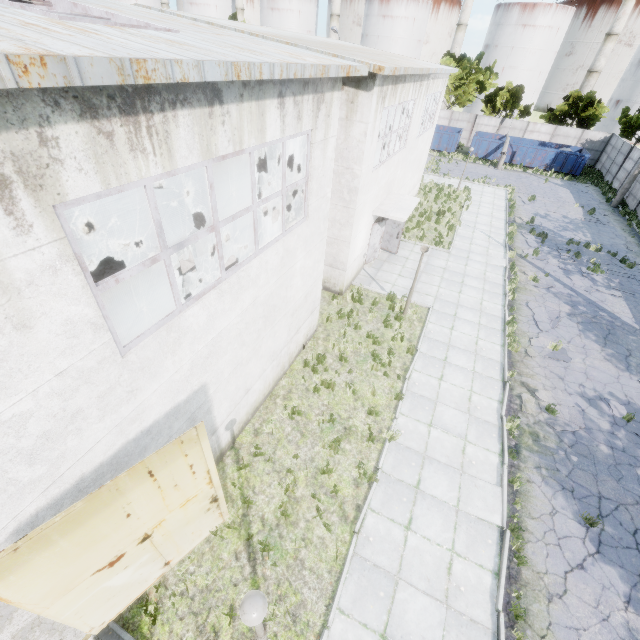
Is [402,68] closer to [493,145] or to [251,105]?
[251,105]

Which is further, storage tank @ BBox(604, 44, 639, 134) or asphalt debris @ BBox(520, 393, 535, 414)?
storage tank @ BBox(604, 44, 639, 134)

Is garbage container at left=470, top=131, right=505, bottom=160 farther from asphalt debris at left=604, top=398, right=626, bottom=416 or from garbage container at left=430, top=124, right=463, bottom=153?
asphalt debris at left=604, top=398, right=626, bottom=416

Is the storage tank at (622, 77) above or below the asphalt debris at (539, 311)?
above

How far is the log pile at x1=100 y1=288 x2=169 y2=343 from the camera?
9.3 meters

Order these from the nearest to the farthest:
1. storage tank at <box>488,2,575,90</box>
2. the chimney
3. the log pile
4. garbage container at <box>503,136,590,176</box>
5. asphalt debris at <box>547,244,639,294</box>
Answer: the log pile < asphalt debris at <box>547,244,639,294</box> < garbage container at <box>503,136,590,176</box> < the chimney < storage tank at <box>488,2,575,90</box>

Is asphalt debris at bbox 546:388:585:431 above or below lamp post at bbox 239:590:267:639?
below

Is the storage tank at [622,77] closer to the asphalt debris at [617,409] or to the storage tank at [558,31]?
the storage tank at [558,31]
